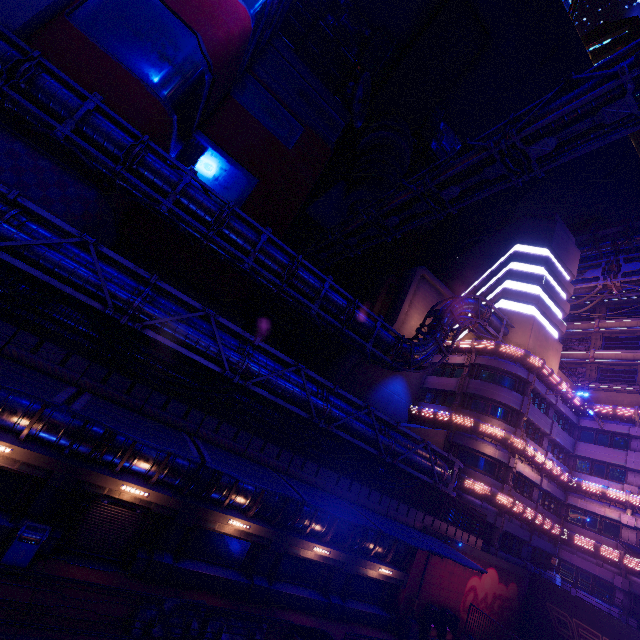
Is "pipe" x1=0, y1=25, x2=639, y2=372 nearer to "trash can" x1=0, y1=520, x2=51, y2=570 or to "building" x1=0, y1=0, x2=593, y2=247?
"building" x1=0, y1=0, x2=593, y2=247

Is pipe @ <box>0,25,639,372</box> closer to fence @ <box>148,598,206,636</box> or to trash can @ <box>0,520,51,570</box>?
trash can @ <box>0,520,51,570</box>

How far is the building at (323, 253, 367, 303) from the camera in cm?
5666

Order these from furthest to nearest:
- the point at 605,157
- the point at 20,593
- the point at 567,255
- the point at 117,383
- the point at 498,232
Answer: the point at 605,157
the point at 498,232
the point at 567,255
the point at 117,383
the point at 20,593

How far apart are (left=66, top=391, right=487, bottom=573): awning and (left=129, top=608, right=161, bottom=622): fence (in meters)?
4.71

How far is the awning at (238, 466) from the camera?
9.80m

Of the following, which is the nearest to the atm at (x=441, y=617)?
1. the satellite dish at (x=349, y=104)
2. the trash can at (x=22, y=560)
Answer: the trash can at (x=22, y=560)

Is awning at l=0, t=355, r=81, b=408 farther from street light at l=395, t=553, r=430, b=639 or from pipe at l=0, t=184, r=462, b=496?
street light at l=395, t=553, r=430, b=639
